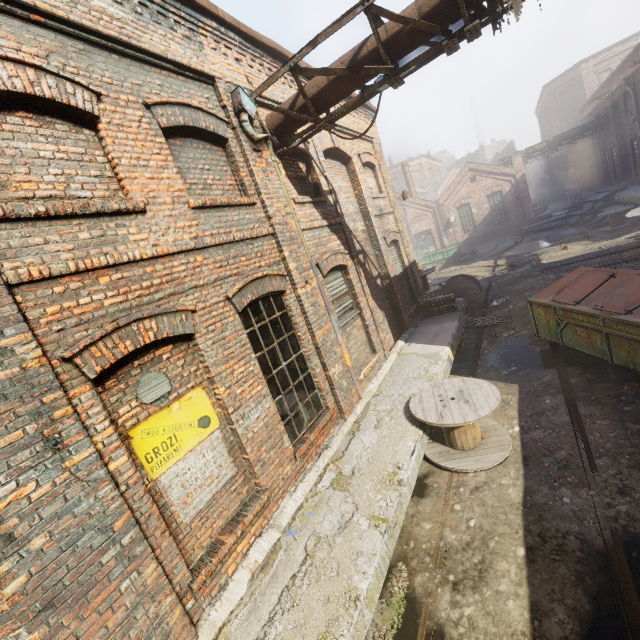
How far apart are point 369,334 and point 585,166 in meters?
46.0 m

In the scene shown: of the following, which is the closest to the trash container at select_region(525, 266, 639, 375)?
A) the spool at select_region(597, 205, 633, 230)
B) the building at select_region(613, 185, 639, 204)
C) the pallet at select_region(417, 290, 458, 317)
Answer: the pallet at select_region(417, 290, 458, 317)

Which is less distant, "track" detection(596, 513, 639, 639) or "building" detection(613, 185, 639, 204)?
"track" detection(596, 513, 639, 639)

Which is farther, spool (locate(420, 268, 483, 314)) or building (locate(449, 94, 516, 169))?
building (locate(449, 94, 516, 169))

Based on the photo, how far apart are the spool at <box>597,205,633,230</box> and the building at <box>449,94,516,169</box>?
42.5m

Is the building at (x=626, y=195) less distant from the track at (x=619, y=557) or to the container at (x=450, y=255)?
the container at (x=450, y=255)

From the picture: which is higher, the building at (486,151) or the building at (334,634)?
the building at (486,151)

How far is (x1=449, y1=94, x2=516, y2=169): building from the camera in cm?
5362
